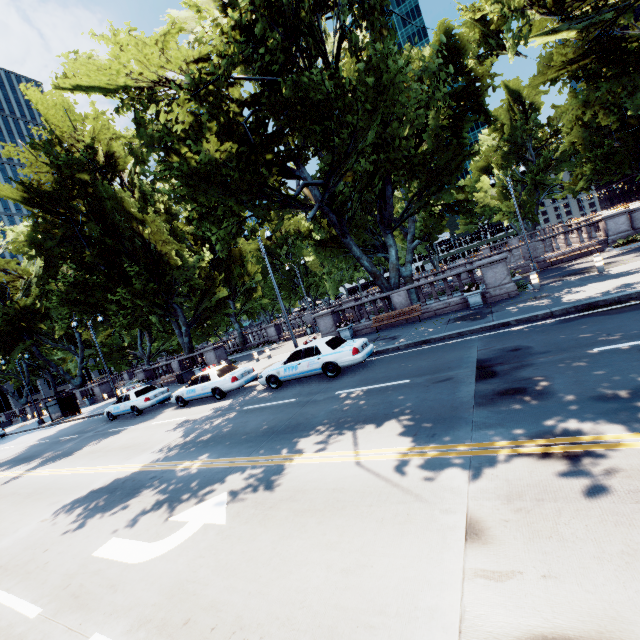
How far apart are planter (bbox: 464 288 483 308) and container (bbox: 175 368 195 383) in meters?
21.9

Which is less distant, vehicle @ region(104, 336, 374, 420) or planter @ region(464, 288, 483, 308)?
vehicle @ region(104, 336, 374, 420)

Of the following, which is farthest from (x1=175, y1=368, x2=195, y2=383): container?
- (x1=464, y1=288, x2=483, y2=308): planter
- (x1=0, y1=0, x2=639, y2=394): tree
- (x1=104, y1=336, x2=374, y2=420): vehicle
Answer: (x1=464, y1=288, x2=483, y2=308): planter

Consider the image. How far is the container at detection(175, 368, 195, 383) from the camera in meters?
26.2

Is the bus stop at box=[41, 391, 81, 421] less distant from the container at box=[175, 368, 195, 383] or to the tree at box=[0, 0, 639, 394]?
the tree at box=[0, 0, 639, 394]

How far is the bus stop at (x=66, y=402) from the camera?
29.8 meters

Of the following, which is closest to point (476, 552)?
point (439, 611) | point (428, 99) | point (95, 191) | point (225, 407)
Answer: point (439, 611)

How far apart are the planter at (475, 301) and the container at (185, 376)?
21.88m
